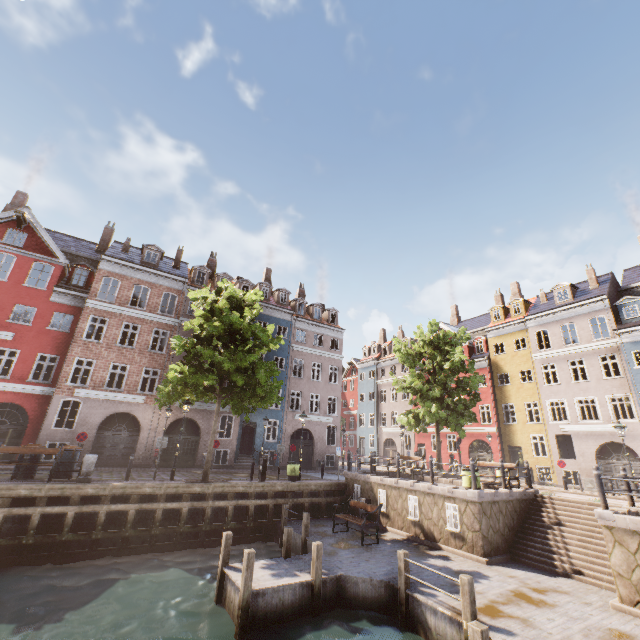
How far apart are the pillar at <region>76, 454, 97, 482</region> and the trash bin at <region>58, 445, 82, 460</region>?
1.15m

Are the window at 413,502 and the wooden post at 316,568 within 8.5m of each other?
yes

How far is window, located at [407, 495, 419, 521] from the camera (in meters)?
13.85

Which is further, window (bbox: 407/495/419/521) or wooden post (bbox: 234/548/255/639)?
window (bbox: 407/495/419/521)

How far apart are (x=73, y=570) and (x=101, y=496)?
2.4m

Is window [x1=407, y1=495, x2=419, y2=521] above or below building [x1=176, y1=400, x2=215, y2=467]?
below

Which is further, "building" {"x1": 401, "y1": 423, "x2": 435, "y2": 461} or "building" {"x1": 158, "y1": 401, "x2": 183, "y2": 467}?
"building" {"x1": 401, "y1": 423, "x2": 435, "y2": 461}

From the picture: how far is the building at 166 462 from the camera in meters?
22.2 m
